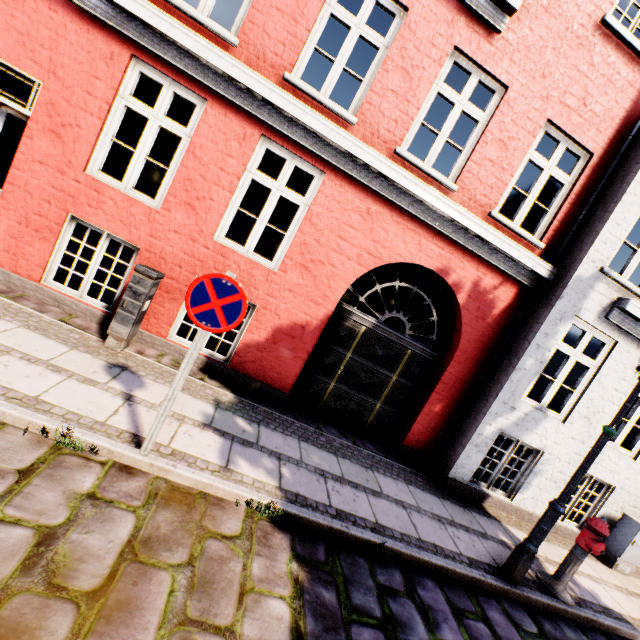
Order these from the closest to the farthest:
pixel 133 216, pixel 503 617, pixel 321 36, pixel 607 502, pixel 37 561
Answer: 1. pixel 37 561
2. pixel 503 617
3. pixel 133 216
4. pixel 607 502
5. pixel 321 36

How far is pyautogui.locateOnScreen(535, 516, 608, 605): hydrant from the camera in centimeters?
433cm

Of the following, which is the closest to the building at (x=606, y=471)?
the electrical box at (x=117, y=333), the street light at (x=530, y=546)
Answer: the street light at (x=530, y=546)

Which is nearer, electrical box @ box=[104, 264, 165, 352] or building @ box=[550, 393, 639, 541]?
electrical box @ box=[104, 264, 165, 352]

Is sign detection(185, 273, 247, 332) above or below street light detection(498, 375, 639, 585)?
above

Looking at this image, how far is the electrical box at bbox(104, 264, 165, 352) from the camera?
4.5m

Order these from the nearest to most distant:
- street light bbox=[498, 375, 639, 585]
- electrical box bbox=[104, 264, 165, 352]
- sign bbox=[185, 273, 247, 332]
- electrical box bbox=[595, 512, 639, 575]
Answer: sign bbox=[185, 273, 247, 332] → street light bbox=[498, 375, 639, 585] → electrical box bbox=[104, 264, 165, 352] → electrical box bbox=[595, 512, 639, 575]

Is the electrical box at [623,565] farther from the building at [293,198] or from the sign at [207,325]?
the building at [293,198]
